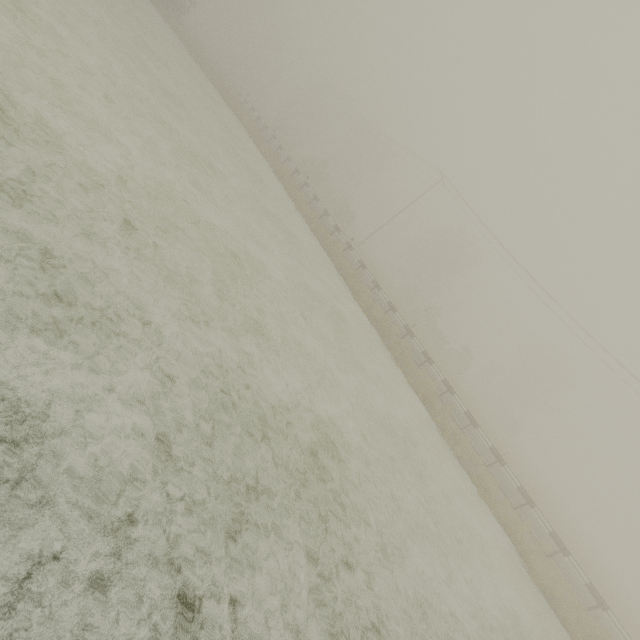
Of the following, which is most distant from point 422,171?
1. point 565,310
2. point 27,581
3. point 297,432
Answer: point 27,581
